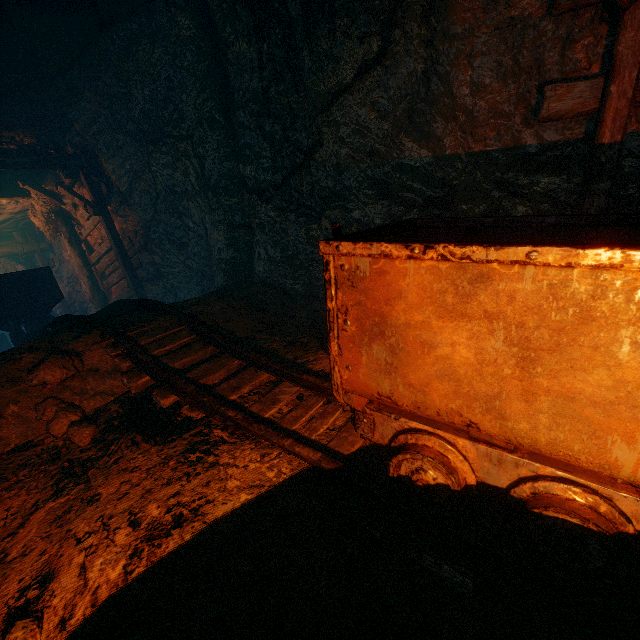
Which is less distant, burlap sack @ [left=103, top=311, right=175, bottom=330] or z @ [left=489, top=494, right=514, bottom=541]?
z @ [left=489, top=494, right=514, bottom=541]

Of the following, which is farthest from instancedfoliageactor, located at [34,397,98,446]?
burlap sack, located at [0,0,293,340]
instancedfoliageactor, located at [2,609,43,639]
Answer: instancedfoliageactor, located at [2,609,43,639]

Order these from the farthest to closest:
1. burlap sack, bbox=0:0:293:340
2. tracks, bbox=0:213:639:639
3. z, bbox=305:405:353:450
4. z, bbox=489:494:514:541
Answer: burlap sack, bbox=0:0:293:340
z, bbox=305:405:353:450
z, bbox=489:494:514:541
tracks, bbox=0:213:639:639

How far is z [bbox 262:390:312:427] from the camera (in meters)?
2.50

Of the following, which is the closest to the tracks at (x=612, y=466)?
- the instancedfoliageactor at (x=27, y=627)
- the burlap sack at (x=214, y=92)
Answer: the burlap sack at (x=214, y=92)

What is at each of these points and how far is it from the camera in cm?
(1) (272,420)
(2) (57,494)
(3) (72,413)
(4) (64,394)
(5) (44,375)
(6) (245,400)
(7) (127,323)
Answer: (1) z, 253
(2) z, 198
(3) instancedfoliageactor, 262
(4) burlap sack, 278
(5) instancedfoliageactor, 265
(6) z, 277
(7) burlap sack, 365

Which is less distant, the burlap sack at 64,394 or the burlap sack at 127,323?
the burlap sack at 64,394
